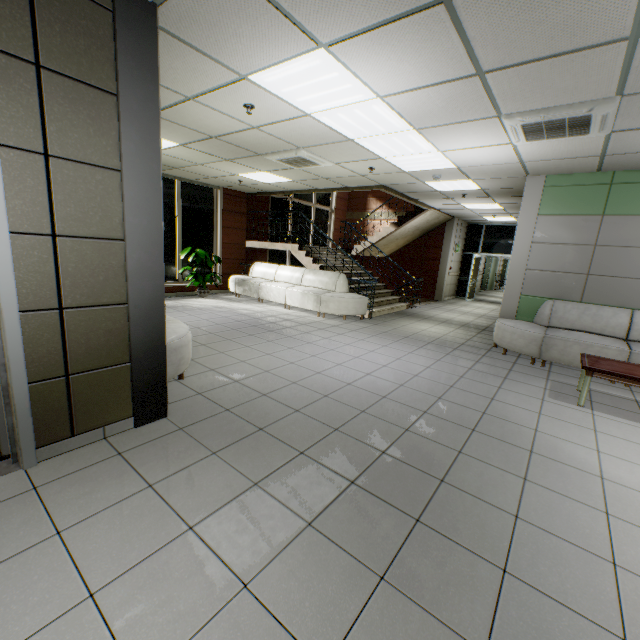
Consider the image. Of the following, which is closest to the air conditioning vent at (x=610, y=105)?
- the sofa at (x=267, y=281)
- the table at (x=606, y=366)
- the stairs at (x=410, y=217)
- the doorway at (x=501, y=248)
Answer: the table at (x=606, y=366)

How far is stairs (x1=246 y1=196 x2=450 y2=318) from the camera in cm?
898

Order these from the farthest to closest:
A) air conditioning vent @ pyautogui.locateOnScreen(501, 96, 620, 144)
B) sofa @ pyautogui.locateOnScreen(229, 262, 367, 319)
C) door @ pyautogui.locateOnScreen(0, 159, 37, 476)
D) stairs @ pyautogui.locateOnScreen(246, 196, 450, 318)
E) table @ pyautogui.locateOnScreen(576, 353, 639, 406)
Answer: stairs @ pyautogui.locateOnScreen(246, 196, 450, 318)
sofa @ pyautogui.locateOnScreen(229, 262, 367, 319)
table @ pyautogui.locateOnScreen(576, 353, 639, 406)
air conditioning vent @ pyautogui.locateOnScreen(501, 96, 620, 144)
door @ pyautogui.locateOnScreen(0, 159, 37, 476)

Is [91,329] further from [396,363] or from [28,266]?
[396,363]

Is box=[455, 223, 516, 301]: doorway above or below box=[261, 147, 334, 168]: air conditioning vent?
below

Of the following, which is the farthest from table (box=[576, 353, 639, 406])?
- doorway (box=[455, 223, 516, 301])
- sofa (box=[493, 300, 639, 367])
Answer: doorway (box=[455, 223, 516, 301])

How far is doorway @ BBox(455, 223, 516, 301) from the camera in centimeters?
1313cm

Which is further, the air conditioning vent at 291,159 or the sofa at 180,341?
the air conditioning vent at 291,159
